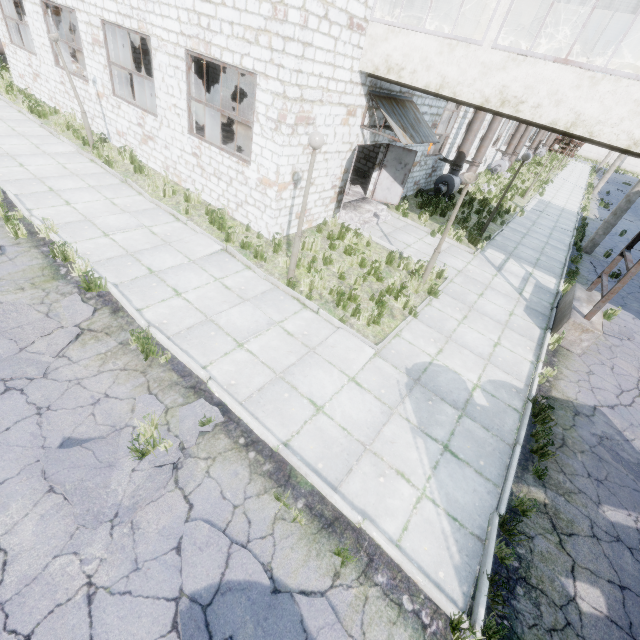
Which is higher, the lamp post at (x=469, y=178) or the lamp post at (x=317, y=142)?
the lamp post at (x=317, y=142)

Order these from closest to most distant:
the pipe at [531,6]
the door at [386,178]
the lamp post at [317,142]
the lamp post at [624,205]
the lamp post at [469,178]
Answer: the lamp post at [317,142] → the lamp post at [469,178] → the door at [386,178] → the pipe at [531,6] → the lamp post at [624,205]

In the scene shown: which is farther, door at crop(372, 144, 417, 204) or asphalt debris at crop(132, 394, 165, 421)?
door at crop(372, 144, 417, 204)

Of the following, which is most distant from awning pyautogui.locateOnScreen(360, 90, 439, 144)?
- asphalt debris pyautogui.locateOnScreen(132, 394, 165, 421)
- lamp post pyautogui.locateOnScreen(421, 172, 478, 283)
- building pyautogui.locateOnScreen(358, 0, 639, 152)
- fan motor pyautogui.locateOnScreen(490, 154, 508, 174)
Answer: fan motor pyautogui.locateOnScreen(490, 154, 508, 174)

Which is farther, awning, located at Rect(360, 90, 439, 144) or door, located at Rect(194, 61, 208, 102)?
door, located at Rect(194, 61, 208, 102)

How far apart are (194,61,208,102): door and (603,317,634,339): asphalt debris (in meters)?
24.06

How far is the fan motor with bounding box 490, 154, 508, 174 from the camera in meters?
26.4

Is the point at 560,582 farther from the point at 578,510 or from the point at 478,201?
the point at 478,201
